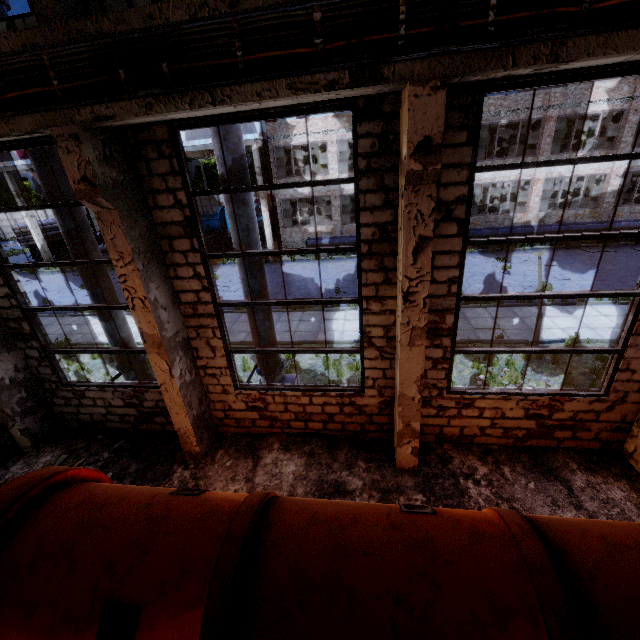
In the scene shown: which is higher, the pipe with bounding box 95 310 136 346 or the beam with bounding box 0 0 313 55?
the beam with bounding box 0 0 313 55

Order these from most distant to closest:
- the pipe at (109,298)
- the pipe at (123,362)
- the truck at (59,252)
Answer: the truck at (59,252)
the pipe at (123,362)
the pipe at (109,298)

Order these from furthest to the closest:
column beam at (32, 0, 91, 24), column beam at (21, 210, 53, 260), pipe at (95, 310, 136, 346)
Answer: →
1. column beam at (21, 210, 53, 260)
2. pipe at (95, 310, 136, 346)
3. column beam at (32, 0, 91, 24)

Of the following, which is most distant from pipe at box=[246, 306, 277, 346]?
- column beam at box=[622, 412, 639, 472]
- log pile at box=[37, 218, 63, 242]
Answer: log pile at box=[37, 218, 63, 242]

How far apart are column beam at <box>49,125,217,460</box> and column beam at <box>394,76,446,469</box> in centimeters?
411cm

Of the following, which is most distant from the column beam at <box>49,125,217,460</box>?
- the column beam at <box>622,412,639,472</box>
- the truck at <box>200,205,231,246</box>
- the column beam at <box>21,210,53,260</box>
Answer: the column beam at <box>21,210,53,260</box>

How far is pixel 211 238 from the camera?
27.05m

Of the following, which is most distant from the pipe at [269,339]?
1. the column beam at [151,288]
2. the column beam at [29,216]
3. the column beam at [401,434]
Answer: the column beam at [29,216]
